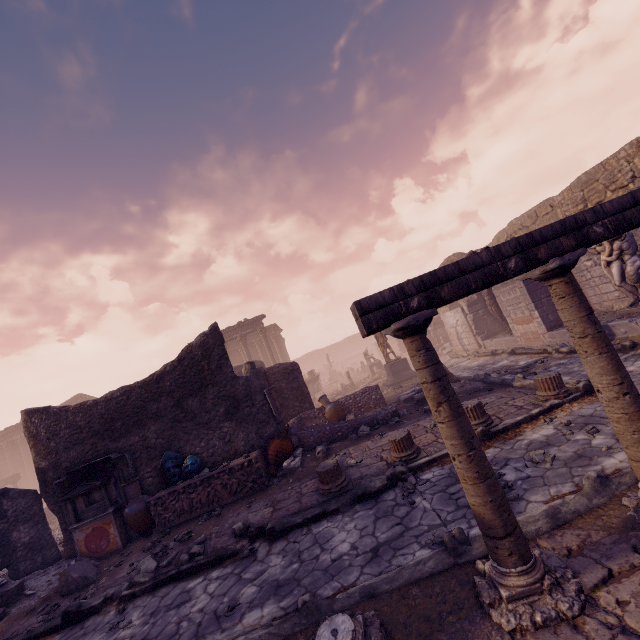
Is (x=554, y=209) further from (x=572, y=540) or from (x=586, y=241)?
(x=572, y=540)

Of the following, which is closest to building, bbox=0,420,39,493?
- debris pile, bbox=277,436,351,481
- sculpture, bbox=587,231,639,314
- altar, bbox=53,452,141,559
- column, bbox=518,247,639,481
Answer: altar, bbox=53,452,141,559

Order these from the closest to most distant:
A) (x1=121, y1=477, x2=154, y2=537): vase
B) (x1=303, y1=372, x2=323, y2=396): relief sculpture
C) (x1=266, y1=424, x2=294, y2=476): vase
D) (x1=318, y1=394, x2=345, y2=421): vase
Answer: (x1=121, y1=477, x2=154, y2=537): vase → (x1=266, y1=424, x2=294, y2=476): vase → (x1=318, y1=394, x2=345, y2=421): vase → (x1=303, y1=372, x2=323, y2=396): relief sculpture

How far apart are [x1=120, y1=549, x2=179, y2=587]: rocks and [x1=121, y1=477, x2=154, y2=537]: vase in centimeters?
134cm

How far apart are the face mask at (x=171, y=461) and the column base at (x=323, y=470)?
3.5 meters

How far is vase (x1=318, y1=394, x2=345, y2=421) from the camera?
11.13m

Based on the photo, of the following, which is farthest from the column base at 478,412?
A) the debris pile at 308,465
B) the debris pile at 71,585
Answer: the debris pile at 71,585

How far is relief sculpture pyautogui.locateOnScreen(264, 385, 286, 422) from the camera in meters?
9.7
